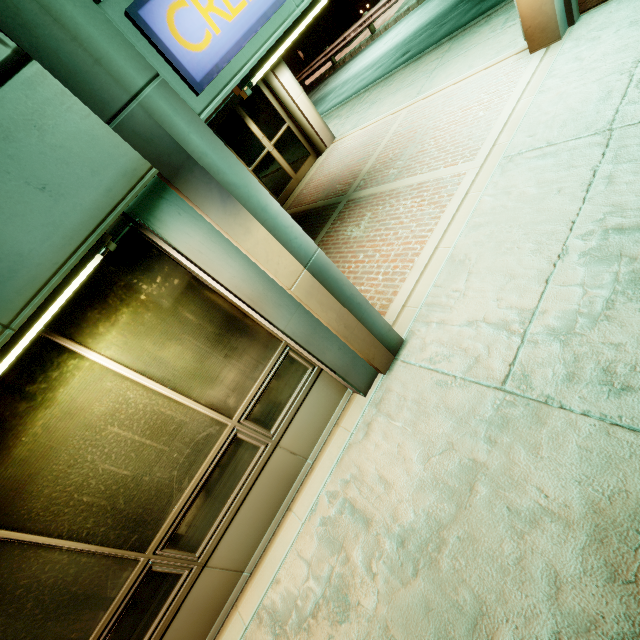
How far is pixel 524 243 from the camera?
3.6m

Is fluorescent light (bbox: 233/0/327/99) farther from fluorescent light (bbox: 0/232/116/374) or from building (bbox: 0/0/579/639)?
fluorescent light (bbox: 0/232/116/374)

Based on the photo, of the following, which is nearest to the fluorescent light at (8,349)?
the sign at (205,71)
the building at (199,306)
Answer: the building at (199,306)

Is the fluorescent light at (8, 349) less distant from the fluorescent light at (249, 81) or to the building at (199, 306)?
the building at (199, 306)

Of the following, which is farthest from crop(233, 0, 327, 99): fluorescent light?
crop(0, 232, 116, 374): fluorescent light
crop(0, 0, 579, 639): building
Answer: crop(0, 232, 116, 374): fluorescent light

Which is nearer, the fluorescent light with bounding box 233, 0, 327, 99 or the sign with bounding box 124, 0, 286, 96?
the sign with bounding box 124, 0, 286, 96

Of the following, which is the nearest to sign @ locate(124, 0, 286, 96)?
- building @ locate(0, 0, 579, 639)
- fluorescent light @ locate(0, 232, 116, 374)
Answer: building @ locate(0, 0, 579, 639)
